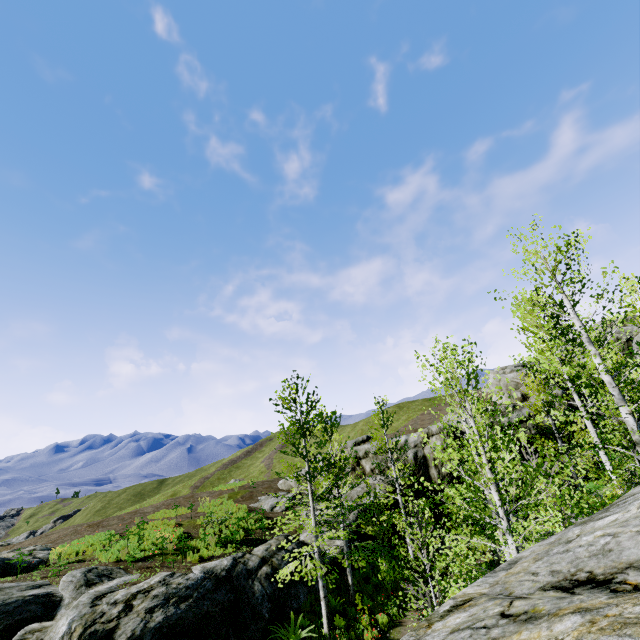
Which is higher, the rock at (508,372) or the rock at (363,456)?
the rock at (508,372)

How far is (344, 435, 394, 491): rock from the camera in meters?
24.3

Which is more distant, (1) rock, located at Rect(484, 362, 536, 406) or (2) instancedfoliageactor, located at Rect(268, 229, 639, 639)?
(1) rock, located at Rect(484, 362, 536, 406)

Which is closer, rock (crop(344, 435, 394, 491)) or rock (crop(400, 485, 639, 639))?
rock (crop(400, 485, 639, 639))

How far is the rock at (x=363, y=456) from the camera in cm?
2432

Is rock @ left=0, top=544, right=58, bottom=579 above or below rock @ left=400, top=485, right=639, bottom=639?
below

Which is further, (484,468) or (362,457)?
(362,457)
